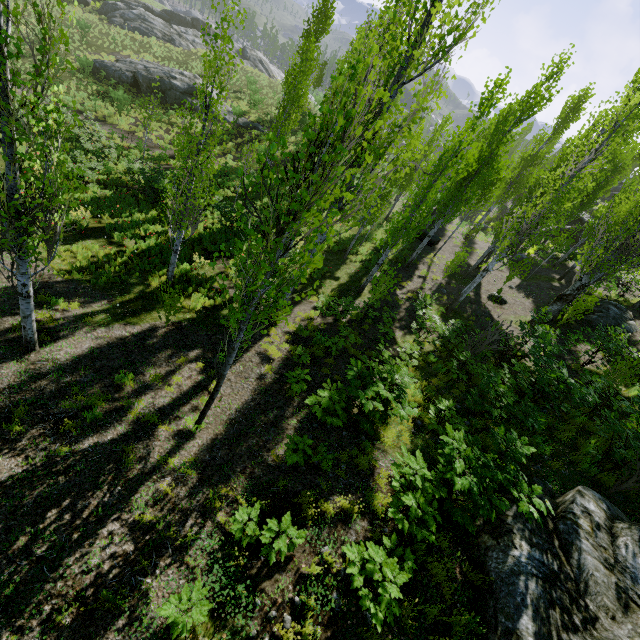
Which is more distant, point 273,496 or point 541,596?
point 273,496

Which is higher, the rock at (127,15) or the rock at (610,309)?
the rock at (610,309)

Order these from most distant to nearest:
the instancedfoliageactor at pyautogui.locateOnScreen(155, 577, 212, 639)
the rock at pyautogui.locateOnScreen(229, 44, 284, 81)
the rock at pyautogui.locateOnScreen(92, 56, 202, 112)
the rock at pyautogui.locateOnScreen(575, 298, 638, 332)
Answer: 1. the rock at pyautogui.locateOnScreen(229, 44, 284, 81)
2. the rock at pyautogui.locateOnScreen(92, 56, 202, 112)
3. the rock at pyautogui.locateOnScreen(575, 298, 638, 332)
4. the instancedfoliageactor at pyautogui.locateOnScreen(155, 577, 212, 639)

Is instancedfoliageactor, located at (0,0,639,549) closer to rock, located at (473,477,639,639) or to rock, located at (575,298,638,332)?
rock, located at (473,477,639,639)

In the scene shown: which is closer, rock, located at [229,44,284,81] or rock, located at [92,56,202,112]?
rock, located at [92,56,202,112]

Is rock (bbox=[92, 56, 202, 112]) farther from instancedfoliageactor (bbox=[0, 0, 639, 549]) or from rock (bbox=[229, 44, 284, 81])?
rock (bbox=[229, 44, 284, 81])

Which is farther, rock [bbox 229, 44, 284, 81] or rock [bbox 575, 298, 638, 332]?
rock [bbox 229, 44, 284, 81]

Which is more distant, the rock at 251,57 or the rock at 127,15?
the rock at 251,57
